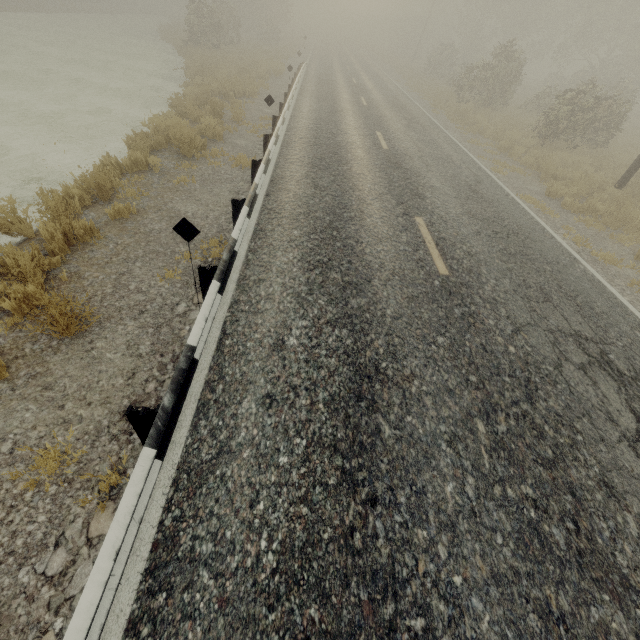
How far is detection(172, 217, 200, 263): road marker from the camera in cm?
376

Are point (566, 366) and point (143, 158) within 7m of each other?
no

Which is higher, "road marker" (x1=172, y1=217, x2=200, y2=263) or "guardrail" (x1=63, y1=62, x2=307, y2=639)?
"road marker" (x1=172, y1=217, x2=200, y2=263)

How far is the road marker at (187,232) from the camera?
3.8 meters

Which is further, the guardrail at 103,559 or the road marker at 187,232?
the road marker at 187,232

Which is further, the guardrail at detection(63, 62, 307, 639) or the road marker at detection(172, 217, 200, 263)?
the road marker at detection(172, 217, 200, 263)
